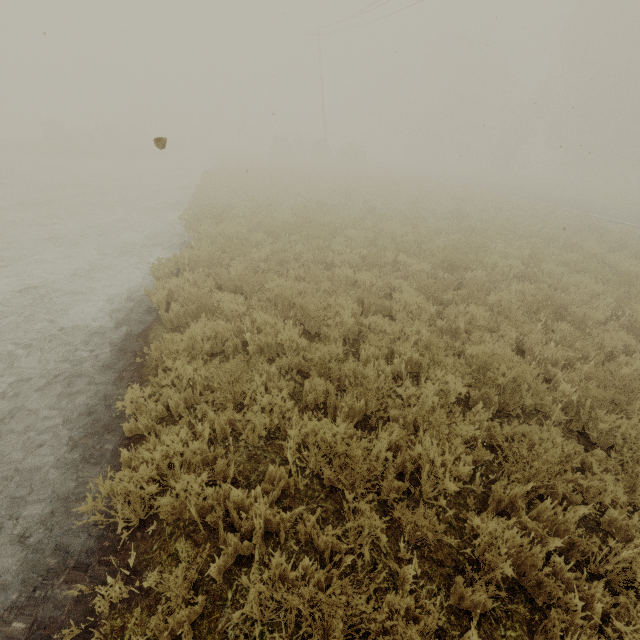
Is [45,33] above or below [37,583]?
above
